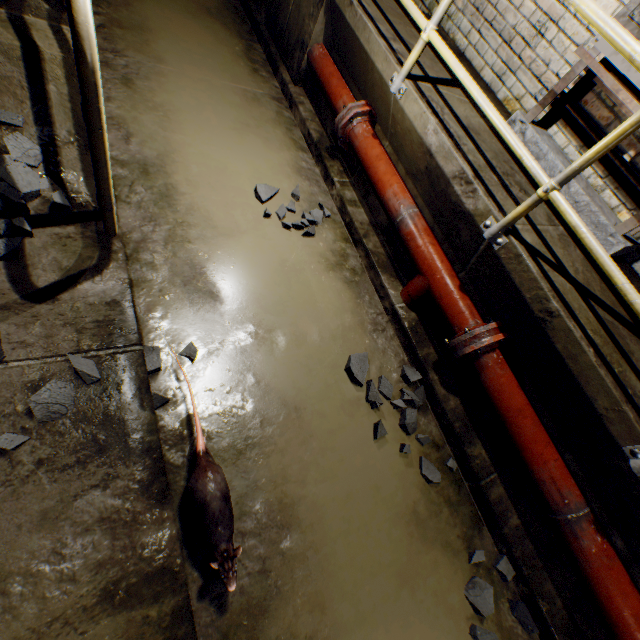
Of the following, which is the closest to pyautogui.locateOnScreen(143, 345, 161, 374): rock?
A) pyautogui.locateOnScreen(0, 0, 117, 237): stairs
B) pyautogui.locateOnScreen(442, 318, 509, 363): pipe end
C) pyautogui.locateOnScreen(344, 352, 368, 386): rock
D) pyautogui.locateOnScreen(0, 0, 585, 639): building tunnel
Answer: pyautogui.locateOnScreen(0, 0, 585, 639): building tunnel

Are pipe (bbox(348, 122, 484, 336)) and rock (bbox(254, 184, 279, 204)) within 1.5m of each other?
yes

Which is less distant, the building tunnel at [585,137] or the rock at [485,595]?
the rock at [485,595]

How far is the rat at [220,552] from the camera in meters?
1.2

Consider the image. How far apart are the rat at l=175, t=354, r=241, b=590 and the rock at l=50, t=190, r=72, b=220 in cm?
81

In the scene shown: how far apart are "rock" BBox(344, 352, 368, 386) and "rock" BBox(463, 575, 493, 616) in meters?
0.4

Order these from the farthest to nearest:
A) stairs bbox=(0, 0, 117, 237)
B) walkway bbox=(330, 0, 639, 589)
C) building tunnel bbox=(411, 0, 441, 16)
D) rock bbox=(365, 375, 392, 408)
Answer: building tunnel bbox=(411, 0, 441, 16) < rock bbox=(365, 375, 392, 408) < walkway bbox=(330, 0, 639, 589) < stairs bbox=(0, 0, 117, 237)

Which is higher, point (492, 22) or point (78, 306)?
point (492, 22)
